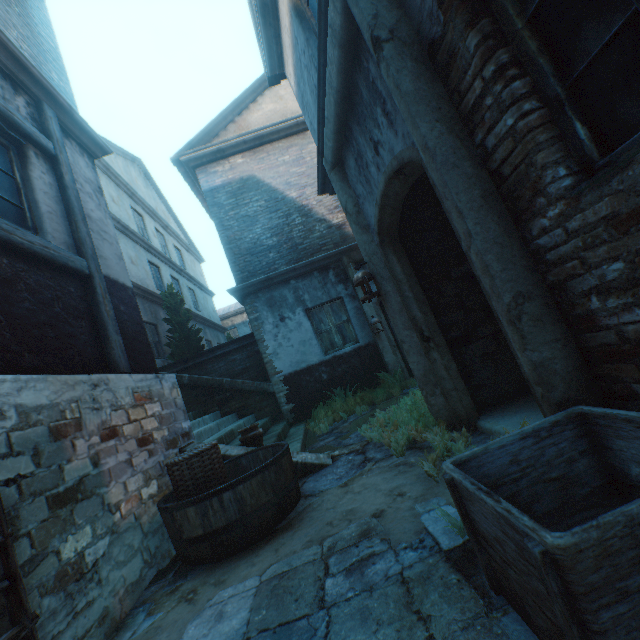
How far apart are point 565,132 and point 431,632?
2.25m

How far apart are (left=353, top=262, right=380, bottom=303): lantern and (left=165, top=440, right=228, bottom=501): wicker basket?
2.3 meters

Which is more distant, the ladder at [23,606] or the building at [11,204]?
the building at [11,204]

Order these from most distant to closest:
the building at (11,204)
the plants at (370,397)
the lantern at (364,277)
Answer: the plants at (370,397) → the lantern at (364,277) → the building at (11,204)

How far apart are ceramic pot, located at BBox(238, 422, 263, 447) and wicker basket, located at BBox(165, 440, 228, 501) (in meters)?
1.04

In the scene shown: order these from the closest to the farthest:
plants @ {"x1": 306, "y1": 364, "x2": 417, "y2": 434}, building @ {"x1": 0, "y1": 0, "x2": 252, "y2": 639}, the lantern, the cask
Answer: building @ {"x1": 0, "y1": 0, "x2": 252, "y2": 639} → the cask → the lantern → plants @ {"x1": 306, "y1": 364, "x2": 417, "y2": 434}

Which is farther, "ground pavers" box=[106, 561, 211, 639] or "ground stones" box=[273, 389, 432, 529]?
"ground stones" box=[273, 389, 432, 529]

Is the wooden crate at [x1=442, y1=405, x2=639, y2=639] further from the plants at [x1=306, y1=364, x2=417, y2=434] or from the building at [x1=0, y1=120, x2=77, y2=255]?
the plants at [x1=306, y1=364, x2=417, y2=434]
